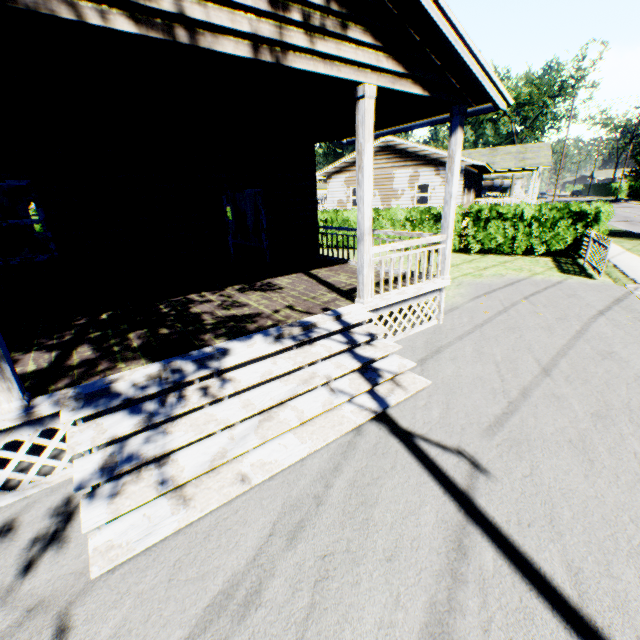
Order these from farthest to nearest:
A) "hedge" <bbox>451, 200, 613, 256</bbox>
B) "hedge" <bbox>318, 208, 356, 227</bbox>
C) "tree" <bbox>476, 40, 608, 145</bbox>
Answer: "tree" <bbox>476, 40, 608, 145</bbox>
"hedge" <bbox>318, 208, 356, 227</bbox>
"hedge" <bbox>451, 200, 613, 256</bbox>

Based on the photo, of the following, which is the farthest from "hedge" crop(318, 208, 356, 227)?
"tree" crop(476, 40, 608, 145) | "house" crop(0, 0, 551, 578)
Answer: "tree" crop(476, 40, 608, 145)

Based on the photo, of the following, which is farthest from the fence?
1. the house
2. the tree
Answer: the tree

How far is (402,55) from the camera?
5.0m

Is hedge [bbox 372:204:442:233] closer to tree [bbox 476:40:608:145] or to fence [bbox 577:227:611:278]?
fence [bbox 577:227:611:278]

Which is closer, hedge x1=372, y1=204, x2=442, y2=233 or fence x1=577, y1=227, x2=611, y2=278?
fence x1=577, y1=227, x2=611, y2=278

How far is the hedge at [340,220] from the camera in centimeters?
1766cm

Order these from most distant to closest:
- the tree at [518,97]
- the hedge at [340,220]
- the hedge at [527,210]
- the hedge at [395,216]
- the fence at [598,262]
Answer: the tree at [518,97]
the hedge at [340,220]
the hedge at [395,216]
the hedge at [527,210]
the fence at [598,262]
